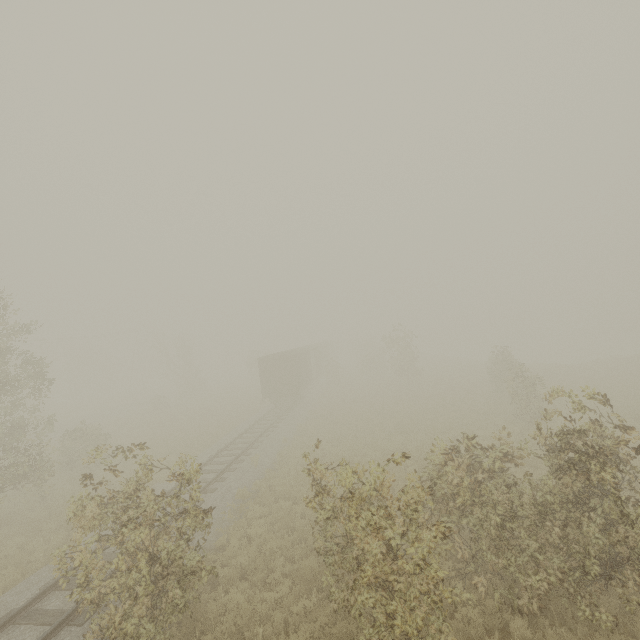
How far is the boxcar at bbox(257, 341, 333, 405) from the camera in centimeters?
2870cm

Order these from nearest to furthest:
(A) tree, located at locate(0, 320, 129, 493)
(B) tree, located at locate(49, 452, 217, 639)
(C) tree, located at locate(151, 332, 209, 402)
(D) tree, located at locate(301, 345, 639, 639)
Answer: (D) tree, located at locate(301, 345, 639, 639) < (B) tree, located at locate(49, 452, 217, 639) < (A) tree, located at locate(0, 320, 129, 493) < (C) tree, located at locate(151, 332, 209, 402)

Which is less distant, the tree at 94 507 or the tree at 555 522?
A: the tree at 555 522

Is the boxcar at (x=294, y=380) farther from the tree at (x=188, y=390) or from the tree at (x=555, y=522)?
the tree at (x=188, y=390)

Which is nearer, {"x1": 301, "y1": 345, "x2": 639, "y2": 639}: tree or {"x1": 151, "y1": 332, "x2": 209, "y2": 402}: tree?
{"x1": 301, "y1": 345, "x2": 639, "y2": 639}: tree

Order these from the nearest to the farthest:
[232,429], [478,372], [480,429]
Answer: [480,429], [232,429], [478,372]

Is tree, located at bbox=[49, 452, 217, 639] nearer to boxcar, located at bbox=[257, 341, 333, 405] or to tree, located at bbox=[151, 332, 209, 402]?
boxcar, located at bbox=[257, 341, 333, 405]
